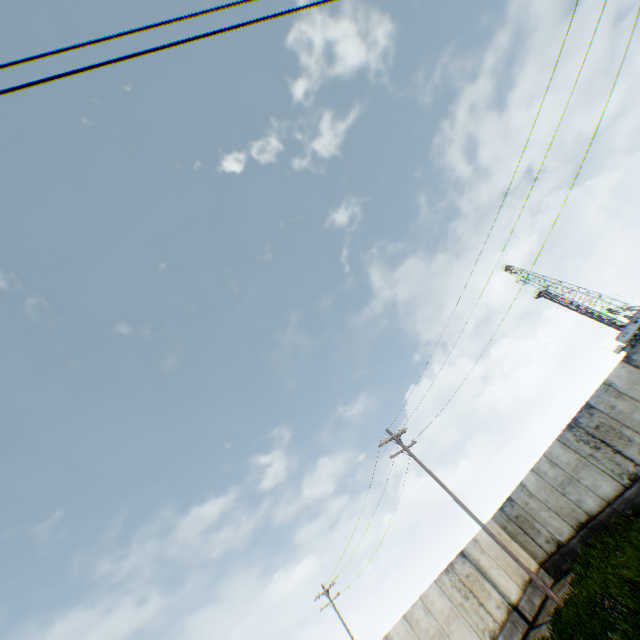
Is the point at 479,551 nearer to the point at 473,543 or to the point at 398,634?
the point at 473,543
